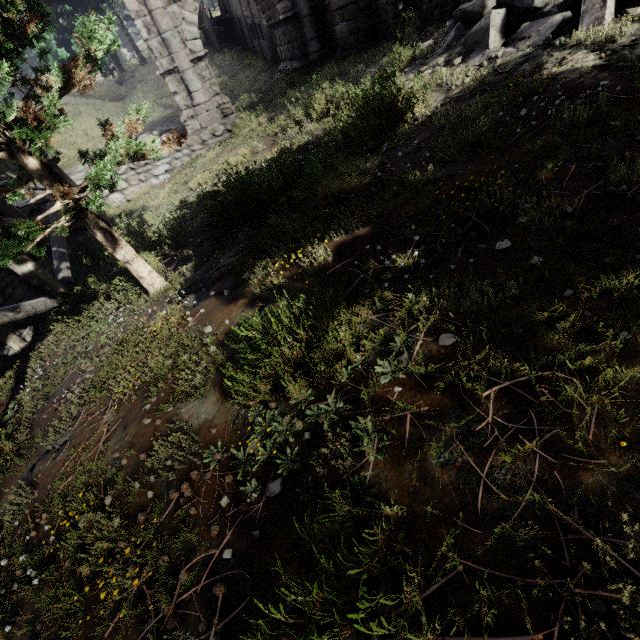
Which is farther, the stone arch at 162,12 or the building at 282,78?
the building at 282,78

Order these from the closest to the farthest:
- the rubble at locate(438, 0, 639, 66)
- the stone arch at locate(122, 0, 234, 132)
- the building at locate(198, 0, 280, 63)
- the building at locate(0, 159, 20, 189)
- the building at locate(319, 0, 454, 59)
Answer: the rubble at locate(438, 0, 639, 66) → the building at locate(0, 159, 20, 189) → the building at locate(319, 0, 454, 59) → the stone arch at locate(122, 0, 234, 132) → the building at locate(198, 0, 280, 63)

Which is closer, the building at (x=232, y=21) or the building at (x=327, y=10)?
the building at (x=327, y=10)

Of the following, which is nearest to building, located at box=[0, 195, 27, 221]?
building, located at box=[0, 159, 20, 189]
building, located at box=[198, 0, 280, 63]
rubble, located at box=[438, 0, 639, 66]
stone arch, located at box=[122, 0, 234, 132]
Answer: building, located at box=[0, 159, 20, 189]

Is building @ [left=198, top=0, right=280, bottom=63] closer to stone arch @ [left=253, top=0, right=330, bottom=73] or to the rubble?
stone arch @ [left=253, top=0, right=330, bottom=73]

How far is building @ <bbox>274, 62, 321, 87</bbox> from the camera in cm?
1374

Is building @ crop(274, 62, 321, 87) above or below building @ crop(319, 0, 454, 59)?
below

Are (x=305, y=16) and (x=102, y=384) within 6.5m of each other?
no
